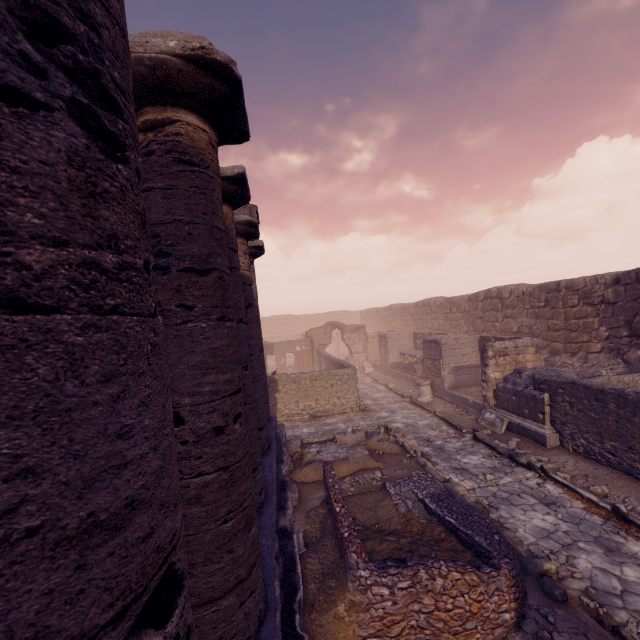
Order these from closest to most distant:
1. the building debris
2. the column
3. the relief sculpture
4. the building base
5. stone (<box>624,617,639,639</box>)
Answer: the column < the building base < stone (<box>624,617,639,639</box>) < the building debris < the relief sculpture

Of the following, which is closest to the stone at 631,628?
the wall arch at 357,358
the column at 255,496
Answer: the column at 255,496

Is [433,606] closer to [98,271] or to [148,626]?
[148,626]

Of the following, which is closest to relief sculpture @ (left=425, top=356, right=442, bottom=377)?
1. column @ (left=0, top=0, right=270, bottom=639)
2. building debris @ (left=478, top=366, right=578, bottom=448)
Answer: building debris @ (left=478, top=366, right=578, bottom=448)

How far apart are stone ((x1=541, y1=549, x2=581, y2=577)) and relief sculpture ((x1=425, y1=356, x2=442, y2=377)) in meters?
9.4

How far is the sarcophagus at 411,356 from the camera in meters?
17.7 m

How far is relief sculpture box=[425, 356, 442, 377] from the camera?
14.6 meters

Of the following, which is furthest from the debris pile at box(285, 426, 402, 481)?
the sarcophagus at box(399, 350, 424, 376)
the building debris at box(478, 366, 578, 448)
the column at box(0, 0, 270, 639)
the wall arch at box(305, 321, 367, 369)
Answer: the wall arch at box(305, 321, 367, 369)
